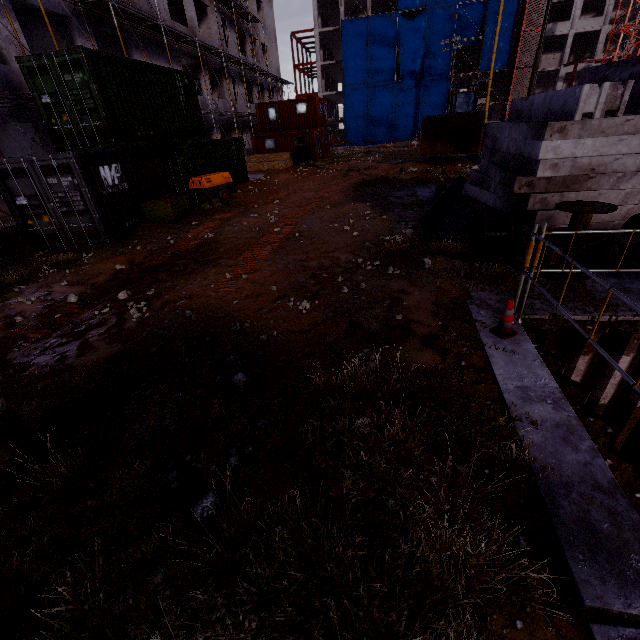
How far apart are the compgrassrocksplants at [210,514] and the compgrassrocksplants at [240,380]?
1.2m

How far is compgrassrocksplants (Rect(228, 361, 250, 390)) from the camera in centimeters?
383cm

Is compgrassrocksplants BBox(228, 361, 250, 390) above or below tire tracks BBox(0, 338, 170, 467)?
above

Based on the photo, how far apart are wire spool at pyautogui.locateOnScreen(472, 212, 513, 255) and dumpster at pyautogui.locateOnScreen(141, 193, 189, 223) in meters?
9.8

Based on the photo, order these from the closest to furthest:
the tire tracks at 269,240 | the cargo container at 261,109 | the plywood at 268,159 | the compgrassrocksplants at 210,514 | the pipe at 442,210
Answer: the compgrassrocksplants at 210,514 < the tire tracks at 269,240 < the pipe at 442,210 < the plywood at 268,159 < the cargo container at 261,109

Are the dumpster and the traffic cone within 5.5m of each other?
no

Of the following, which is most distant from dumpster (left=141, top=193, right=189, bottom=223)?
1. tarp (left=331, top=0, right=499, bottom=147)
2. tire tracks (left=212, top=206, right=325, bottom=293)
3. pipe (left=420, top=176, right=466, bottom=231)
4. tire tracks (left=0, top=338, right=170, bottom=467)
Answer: tarp (left=331, top=0, right=499, bottom=147)

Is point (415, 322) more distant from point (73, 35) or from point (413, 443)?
point (73, 35)
